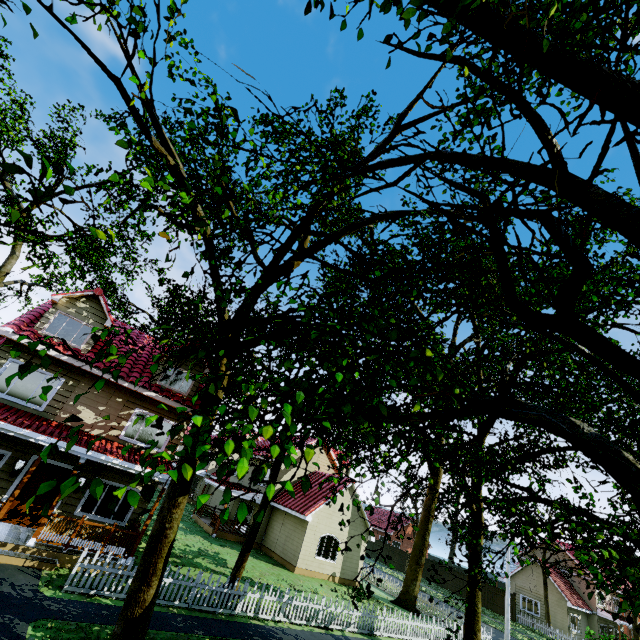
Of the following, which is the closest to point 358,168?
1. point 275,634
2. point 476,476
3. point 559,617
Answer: point 476,476

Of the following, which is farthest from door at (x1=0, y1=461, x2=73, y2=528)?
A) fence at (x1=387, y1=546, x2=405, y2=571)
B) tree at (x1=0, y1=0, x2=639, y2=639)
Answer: tree at (x1=0, y1=0, x2=639, y2=639)

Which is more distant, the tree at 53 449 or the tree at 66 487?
the tree at 53 449

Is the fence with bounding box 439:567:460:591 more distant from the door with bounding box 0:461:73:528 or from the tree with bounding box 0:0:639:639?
the door with bounding box 0:461:73:528

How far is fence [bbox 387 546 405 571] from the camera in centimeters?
4250cm

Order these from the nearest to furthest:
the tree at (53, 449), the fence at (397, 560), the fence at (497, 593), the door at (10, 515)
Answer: the tree at (53, 449), the door at (10, 515), the fence at (497, 593), the fence at (397, 560)

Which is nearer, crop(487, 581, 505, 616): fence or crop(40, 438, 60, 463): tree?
crop(40, 438, 60, 463): tree
